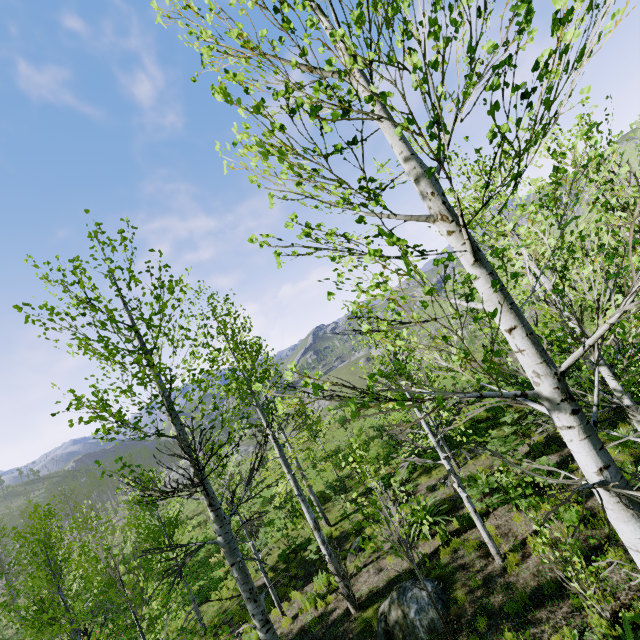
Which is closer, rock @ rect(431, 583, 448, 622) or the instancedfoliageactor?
the instancedfoliageactor

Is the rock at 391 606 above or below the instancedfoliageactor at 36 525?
below

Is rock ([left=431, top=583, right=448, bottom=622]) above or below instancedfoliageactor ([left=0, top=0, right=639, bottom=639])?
below

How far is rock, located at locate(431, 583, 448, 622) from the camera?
7.3 meters

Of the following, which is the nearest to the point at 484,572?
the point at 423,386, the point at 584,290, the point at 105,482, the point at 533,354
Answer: the point at 423,386
